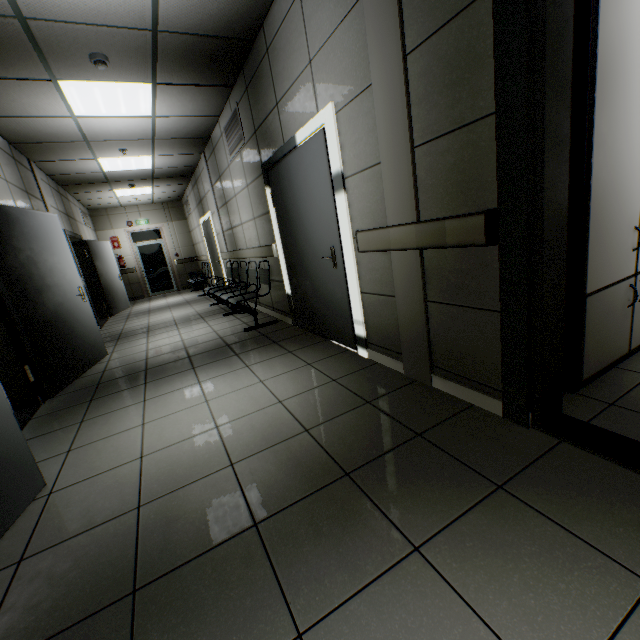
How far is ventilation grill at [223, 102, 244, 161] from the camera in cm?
446

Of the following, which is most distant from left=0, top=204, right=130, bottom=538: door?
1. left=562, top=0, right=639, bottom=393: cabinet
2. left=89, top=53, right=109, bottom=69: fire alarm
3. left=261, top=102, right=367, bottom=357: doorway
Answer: left=562, top=0, right=639, bottom=393: cabinet

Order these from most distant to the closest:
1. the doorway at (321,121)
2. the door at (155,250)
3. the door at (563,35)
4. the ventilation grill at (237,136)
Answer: the door at (155,250), the ventilation grill at (237,136), the doorway at (321,121), the door at (563,35)

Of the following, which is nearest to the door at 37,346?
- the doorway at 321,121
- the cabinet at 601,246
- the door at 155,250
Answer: the doorway at 321,121

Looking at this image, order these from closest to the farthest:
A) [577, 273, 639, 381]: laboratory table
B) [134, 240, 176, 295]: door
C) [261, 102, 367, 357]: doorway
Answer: [577, 273, 639, 381]: laboratory table, [261, 102, 367, 357]: doorway, [134, 240, 176, 295]: door

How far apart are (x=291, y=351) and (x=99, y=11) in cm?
344

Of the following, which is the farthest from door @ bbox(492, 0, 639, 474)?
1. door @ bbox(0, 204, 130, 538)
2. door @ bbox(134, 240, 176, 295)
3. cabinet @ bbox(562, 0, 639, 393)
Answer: door @ bbox(134, 240, 176, 295)

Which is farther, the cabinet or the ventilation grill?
the ventilation grill
